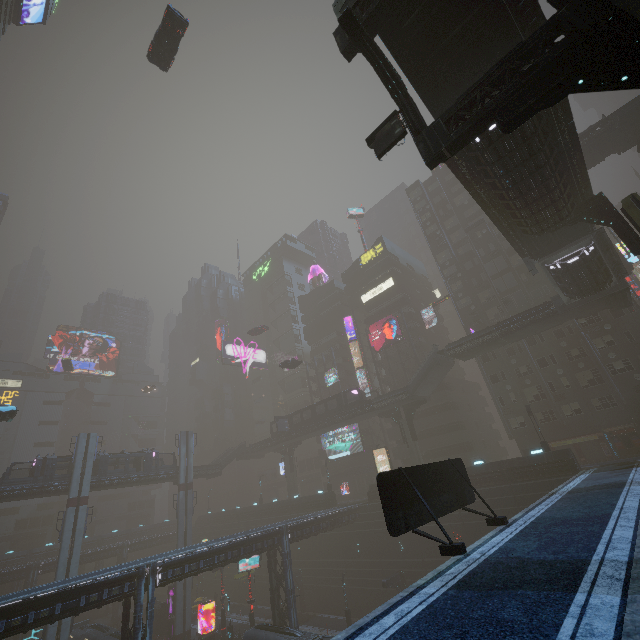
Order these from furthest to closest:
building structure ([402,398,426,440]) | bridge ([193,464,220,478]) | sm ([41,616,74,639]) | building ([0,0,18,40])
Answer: bridge ([193,464,220,478]) < building structure ([402,398,426,440]) < building ([0,0,18,40]) < sm ([41,616,74,639])

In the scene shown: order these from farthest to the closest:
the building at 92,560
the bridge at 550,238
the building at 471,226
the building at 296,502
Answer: the building at 92,560 < the building at 296,502 < the building at 471,226 < the bridge at 550,238

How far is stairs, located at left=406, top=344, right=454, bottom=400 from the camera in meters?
40.8

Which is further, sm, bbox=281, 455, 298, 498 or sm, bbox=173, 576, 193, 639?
sm, bbox=281, 455, 298, 498

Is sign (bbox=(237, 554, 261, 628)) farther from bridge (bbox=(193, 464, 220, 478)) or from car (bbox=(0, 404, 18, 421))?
car (bbox=(0, 404, 18, 421))

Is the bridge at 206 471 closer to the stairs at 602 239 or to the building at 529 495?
the building at 529 495

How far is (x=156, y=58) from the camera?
26.50m

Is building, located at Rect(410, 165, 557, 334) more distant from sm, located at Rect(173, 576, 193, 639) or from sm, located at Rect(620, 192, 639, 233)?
sm, located at Rect(173, 576, 193, 639)
